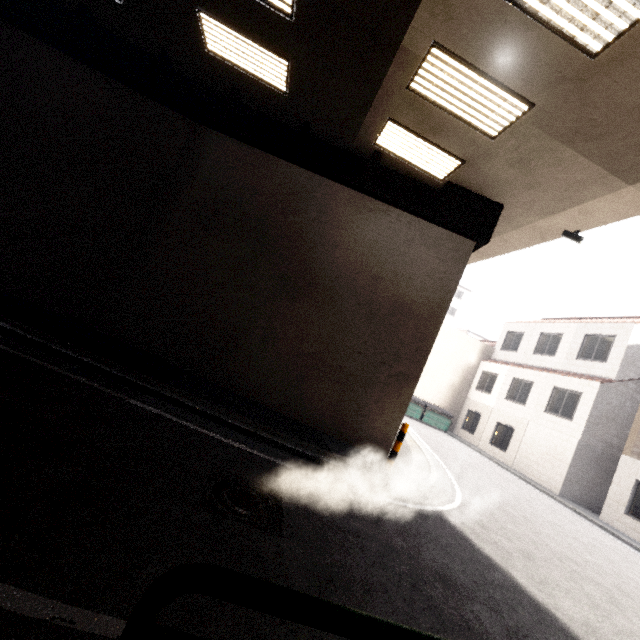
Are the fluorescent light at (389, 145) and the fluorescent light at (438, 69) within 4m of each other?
yes

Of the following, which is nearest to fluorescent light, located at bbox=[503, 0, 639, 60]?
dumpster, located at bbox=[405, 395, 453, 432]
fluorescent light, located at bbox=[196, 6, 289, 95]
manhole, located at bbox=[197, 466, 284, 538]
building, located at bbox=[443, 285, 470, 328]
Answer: fluorescent light, located at bbox=[196, 6, 289, 95]

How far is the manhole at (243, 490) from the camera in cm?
334

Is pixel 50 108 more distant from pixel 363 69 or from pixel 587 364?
pixel 587 364

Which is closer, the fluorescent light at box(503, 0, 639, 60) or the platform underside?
the fluorescent light at box(503, 0, 639, 60)

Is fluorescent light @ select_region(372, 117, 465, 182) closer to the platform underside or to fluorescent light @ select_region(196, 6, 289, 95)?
the platform underside

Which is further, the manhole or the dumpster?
the dumpster

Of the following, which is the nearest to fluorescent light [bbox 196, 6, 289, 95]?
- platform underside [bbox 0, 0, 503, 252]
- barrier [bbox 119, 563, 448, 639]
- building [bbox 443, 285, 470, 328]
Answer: platform underside [bbox 0, 0, 503, 252]
